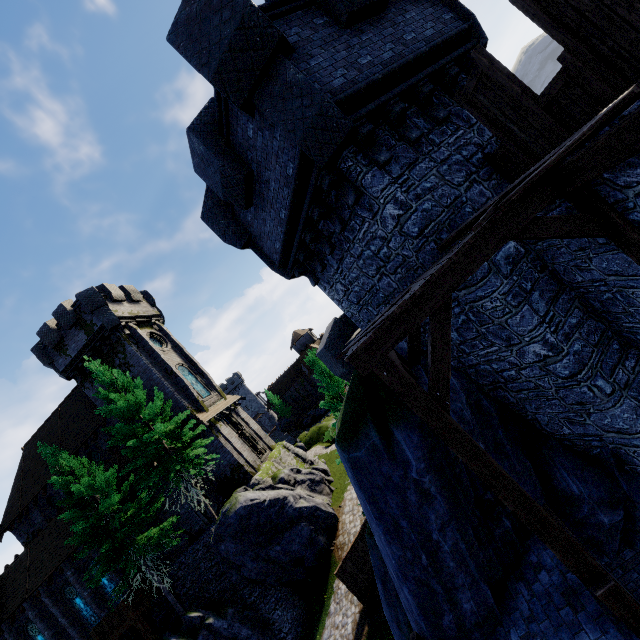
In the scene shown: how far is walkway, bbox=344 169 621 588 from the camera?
4.1 meters

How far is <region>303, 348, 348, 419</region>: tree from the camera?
18.0 meters

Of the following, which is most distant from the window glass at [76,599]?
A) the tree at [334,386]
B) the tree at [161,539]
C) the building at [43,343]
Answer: the tree at [334,386]

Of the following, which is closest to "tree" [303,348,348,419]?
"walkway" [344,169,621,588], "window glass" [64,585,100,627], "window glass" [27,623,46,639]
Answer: "walkway" [344,169,621,588]

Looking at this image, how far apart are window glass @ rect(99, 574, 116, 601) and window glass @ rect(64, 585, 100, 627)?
1.49m

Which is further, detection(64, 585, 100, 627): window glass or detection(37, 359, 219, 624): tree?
detection(64, 585, 100, 627): window glass

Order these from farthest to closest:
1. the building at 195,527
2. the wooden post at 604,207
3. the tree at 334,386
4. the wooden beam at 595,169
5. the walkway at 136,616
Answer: the building at 195,527 → the walkway at 136,616 → the tree at 334,386 → the wooden post at 604,207 → the wooden beam at 595,169

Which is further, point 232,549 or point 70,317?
point 70,317
